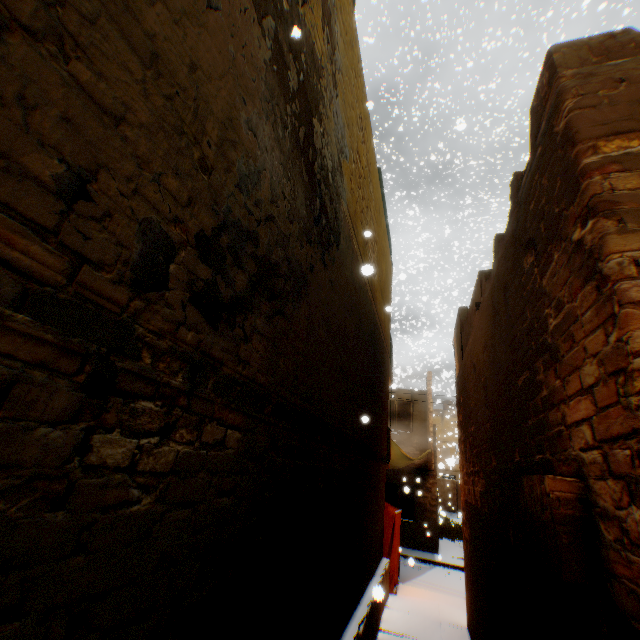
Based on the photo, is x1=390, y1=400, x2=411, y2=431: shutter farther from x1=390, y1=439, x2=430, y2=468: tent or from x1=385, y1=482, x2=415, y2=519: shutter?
x1=385, y1=482, x2=415, y2=519: shutter

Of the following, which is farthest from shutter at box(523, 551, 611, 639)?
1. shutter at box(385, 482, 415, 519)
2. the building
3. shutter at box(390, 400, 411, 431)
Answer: shutter at box(385, 482, 415, 519)

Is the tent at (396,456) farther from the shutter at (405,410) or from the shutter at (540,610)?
the shutter at (540,610)

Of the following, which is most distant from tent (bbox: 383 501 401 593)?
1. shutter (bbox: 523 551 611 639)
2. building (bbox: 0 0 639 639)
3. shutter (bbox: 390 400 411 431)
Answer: shutter (bbox: 523 551 611 639)

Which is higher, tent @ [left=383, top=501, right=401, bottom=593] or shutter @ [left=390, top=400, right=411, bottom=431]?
shutter @ [left=390, top=400, right=411, bottom=431]

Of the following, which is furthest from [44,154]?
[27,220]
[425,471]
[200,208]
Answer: [425,471]

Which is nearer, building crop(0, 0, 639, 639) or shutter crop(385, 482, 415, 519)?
building crop(0, 0, 639, 639)

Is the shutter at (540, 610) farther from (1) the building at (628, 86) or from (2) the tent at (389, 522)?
(2) the tent at (389, 522)
